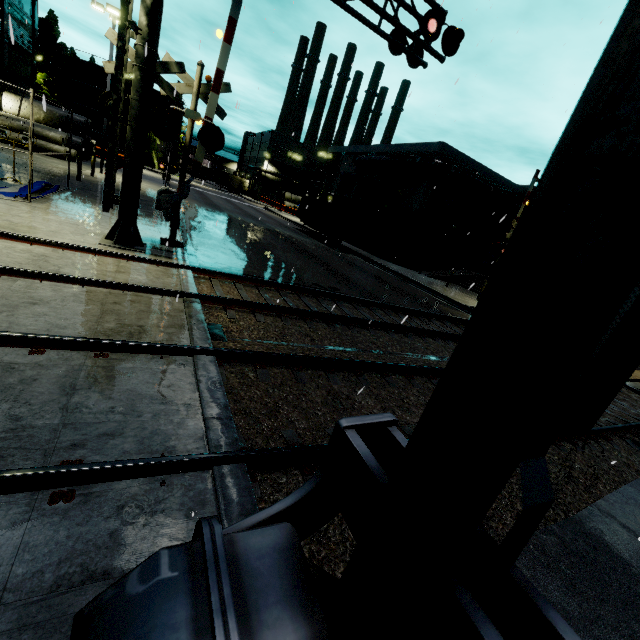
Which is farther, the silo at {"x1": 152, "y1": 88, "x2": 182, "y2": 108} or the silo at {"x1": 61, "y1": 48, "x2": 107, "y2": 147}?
the silo at {"x1": 152, "y1": 88, "x2": 182, "y2": 108}

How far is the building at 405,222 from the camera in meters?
29.7

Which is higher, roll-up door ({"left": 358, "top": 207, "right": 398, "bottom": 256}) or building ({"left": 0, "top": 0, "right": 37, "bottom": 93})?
building ({"left": 0, "top": 0, "right": 37, "bottom": 93})

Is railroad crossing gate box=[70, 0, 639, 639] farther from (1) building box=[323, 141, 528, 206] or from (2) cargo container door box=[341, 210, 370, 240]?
(2) cargo container door box=[341, 210, 370, 240]

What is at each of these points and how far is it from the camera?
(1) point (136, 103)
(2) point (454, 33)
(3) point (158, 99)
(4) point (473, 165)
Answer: (1) railroad crossing overhang, 7.5 meters
(2) railroad crossing overhang, 9.2 meters
(3) silo, 54.2 meters
(4) building, 28.7 meters

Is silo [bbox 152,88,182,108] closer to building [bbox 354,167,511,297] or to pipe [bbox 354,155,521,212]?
building [bbox 354,167,511,297]

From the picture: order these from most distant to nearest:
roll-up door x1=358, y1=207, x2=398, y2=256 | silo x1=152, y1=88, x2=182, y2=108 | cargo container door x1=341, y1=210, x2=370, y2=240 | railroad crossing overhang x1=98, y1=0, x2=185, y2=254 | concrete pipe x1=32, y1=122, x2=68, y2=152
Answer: silo x1=152, y1=88, x2=182, y2=108 → roll-up door x1=358, y1=207, x2=398, y2=256 → cargo container door x1=341, y1=210, x2=370, y2=240 → concrete pipe x1=32, y1=122, x2=68, y2=152 → railroad crossing overhang x1=98, y1=0, x2=185, y2=254

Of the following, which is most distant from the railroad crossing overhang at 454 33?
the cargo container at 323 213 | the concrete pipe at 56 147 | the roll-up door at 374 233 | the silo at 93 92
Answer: the silo at 93 92
